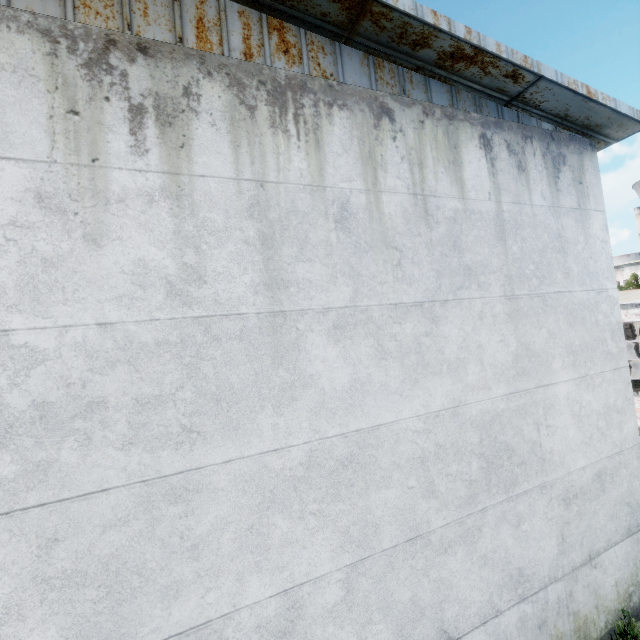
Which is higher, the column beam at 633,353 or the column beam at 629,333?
the column beam at 629,333

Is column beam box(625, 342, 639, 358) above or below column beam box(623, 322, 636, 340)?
below

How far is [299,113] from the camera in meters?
3.6 m
